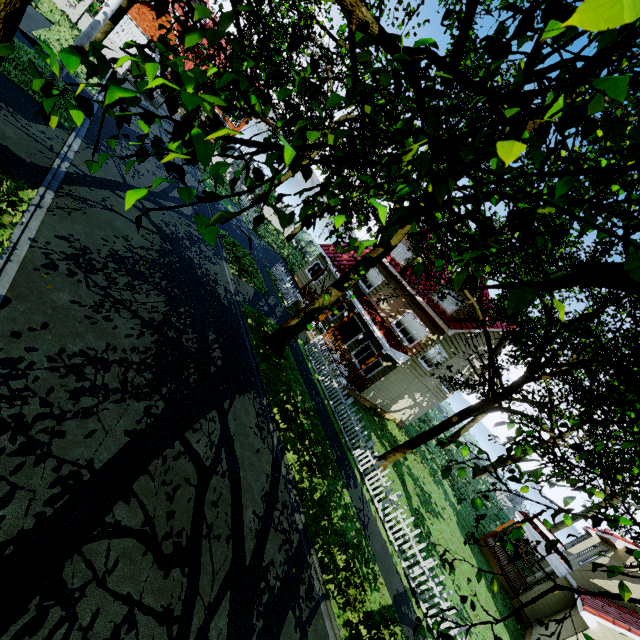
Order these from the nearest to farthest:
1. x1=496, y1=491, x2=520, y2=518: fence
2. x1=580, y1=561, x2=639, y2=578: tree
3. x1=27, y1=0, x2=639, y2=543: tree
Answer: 1. x1=27, y1=0, x2=639, y2=543: tree
2. x1=580, y1=561, x2=639, y2=578: tree
3. x1=496, y1=491, x2=520, y2=518: fence

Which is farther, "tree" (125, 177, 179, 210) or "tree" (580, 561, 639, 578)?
"tree" (580, 561, 639, 578)

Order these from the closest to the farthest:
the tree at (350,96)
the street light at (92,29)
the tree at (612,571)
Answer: the tree at (350,96), the tree at (612,571), the street light at (92,29)

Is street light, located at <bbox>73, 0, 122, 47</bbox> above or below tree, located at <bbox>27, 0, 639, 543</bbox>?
below

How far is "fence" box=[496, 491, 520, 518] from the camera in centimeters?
4478cm

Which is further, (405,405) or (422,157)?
(405,405)

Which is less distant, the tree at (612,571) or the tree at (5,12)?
the tree at (5,12)

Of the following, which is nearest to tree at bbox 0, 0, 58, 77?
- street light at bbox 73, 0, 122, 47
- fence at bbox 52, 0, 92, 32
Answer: fence at bbox 52, 0, 92, 32
